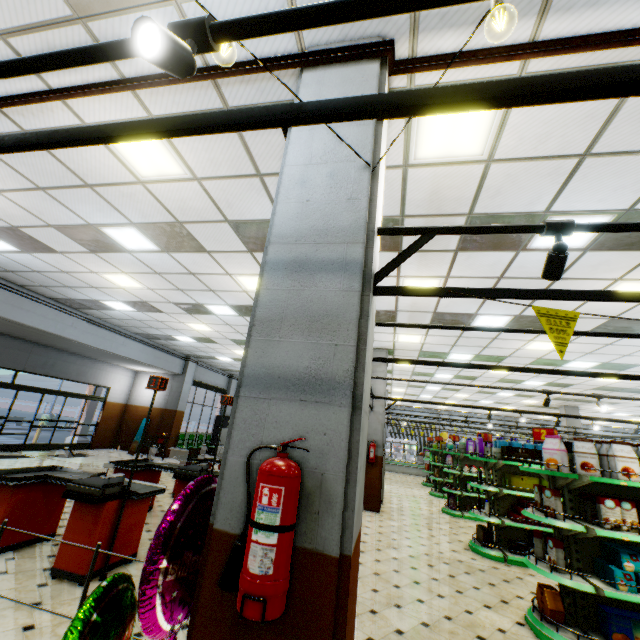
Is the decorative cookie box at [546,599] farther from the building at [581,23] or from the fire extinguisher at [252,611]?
the fire extinguisher at [252,611]

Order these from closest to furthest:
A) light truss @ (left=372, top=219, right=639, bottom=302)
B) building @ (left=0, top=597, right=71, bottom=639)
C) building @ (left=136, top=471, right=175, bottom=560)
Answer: light truss @ (left=372, top=219, right=639, bottom=302) → building @ (left=0, top=597, right=71, bottom=639) → building @ (left=136, top=471, right=175, bottom=560)

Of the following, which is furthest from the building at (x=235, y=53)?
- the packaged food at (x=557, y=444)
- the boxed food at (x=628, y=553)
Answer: the packaged food at (x=557, y=444)

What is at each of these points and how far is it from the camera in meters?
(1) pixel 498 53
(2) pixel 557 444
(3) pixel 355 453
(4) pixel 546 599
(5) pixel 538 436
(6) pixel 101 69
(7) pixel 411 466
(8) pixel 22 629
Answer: (1) pipe, 2.4 m
(2) packaged food, 4.4 m
(3) building, 1.5 m
(4) decorative cookie box, 4.0 m
(5) sign, 4.8 m
(6) building, 3.0 m
(7) meat refrigerator, 22.2 m
(8) building, 3.0 m

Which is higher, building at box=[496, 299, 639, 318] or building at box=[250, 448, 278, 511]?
building at box=[496, 299, 639, 318]

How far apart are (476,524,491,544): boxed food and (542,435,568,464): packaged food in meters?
3.5

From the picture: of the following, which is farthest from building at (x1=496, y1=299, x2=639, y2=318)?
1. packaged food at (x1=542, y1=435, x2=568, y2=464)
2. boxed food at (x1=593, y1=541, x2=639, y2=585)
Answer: packaged food at (x1=542, y1=435, x2=568, y2=464)

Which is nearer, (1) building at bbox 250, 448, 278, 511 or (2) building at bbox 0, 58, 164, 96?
(1) building at bbox 250, 448, 278, 511
